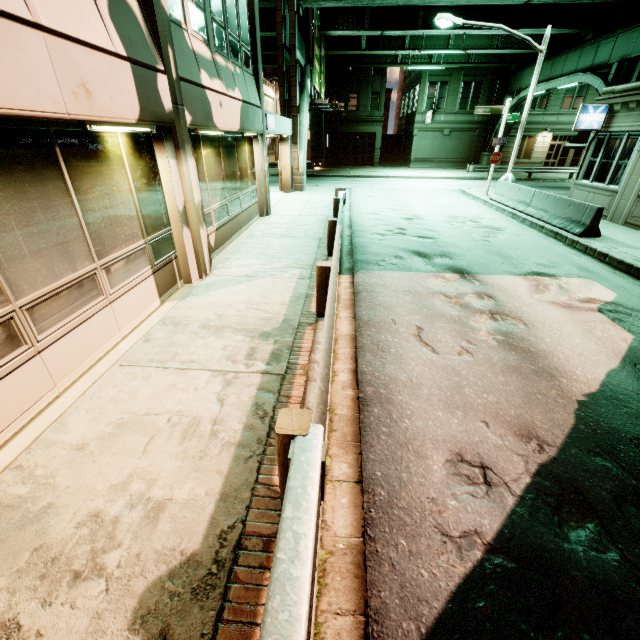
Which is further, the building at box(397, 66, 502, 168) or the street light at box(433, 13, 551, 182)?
the building at box(397, 66, 502, 168)

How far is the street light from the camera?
14.6m

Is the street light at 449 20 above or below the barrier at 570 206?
above

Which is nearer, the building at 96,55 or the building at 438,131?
the building at 96,55

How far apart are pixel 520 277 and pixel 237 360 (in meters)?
7.30

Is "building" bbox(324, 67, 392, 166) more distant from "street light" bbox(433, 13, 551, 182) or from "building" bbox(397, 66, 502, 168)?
"street light" bbox(433, 13, 551, 182)

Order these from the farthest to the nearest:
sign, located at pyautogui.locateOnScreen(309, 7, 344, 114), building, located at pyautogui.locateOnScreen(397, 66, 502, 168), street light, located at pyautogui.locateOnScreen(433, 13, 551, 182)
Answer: building, located at pyautogui.locateOnScreen(397, 66, 502, 168) → sign, located at pyautogui.locateOnScreen(309, 7, 344, 114) → street light, located at pyautogui.locateOnScreen(433, 13, 551, 182)

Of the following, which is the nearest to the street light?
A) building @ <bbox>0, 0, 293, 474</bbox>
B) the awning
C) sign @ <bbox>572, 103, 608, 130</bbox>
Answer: the awning
